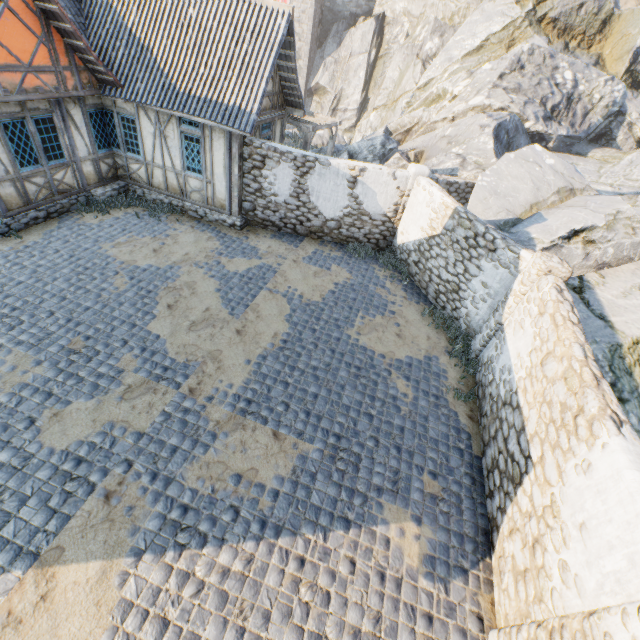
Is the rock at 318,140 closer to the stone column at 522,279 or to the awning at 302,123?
the awning at 302,123

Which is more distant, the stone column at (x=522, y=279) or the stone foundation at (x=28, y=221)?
the stone foundation at (x=28, y=221)

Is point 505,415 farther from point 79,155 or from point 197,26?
point 79,155

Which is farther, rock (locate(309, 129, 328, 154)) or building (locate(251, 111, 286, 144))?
rock (locate(309, 129, 328, 154))

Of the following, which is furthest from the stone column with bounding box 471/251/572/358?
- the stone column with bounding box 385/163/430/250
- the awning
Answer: the awning

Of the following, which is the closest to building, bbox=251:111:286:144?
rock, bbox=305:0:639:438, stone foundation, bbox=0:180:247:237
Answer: stone foundation, bbox=0:180:247:237

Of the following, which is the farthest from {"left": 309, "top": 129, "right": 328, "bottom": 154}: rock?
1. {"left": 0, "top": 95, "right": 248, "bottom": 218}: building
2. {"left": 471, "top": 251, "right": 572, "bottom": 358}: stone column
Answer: {"left": 0, "top": 95, "right": 248, "bottom": 218}: building

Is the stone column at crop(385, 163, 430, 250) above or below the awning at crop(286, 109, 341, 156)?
above
